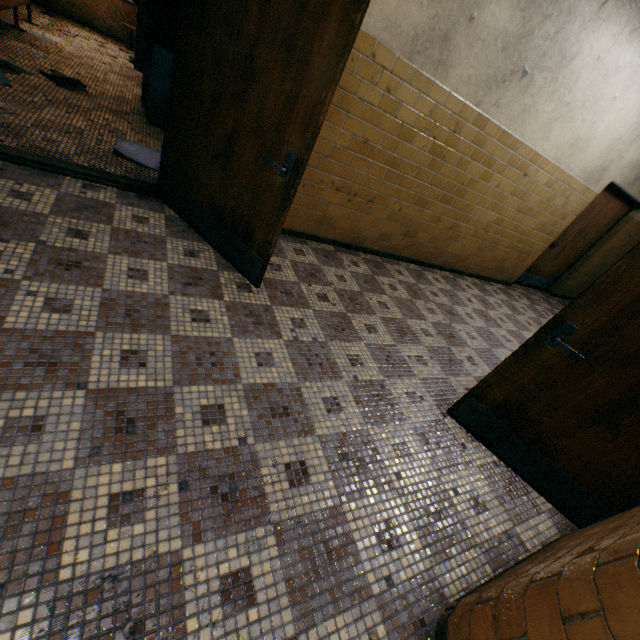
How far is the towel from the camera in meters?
4.3

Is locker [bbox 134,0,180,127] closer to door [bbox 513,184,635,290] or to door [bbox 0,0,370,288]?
door [bbox 0,0,370,288]

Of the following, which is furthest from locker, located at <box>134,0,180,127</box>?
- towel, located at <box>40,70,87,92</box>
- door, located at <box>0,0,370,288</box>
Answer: door, located at <box>0,0,370,288</box>

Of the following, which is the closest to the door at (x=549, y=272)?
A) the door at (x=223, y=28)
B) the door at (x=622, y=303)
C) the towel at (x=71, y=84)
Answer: the door at (x=622, y=303)

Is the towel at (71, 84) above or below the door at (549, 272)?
below

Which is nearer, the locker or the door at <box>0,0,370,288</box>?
the door at <box>0,0,370,288</box>

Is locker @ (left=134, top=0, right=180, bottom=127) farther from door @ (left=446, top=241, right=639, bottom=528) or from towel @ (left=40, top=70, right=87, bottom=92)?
door @ (left=446, top=241, right=639, bottom=528)

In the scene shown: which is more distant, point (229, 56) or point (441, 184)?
point (441, 184)
